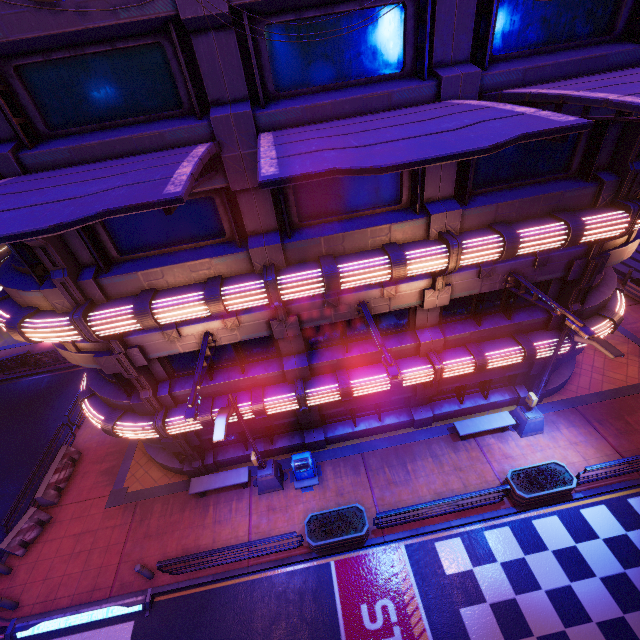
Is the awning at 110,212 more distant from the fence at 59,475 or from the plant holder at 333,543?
the fence at 59,475

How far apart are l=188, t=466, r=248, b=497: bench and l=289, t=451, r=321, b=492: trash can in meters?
1.7 m

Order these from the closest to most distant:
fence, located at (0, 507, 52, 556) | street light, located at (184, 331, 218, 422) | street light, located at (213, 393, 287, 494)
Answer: street light, located at (184, 331, 218, 422) < street light, located at (213, 393, 287, 494) < fence, located at (0, 507, 52, 556)

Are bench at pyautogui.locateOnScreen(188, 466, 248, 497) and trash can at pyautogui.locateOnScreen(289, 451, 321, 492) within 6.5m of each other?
yes

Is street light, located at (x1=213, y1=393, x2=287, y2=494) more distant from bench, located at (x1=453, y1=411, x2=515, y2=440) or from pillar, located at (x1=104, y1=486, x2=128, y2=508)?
bench, located at (x1=453, y1=411, x2=515, y2=440)

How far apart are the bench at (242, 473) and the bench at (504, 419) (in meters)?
9.07

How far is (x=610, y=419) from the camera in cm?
1398

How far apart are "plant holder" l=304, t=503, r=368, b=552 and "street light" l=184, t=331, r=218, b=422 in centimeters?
685cm
